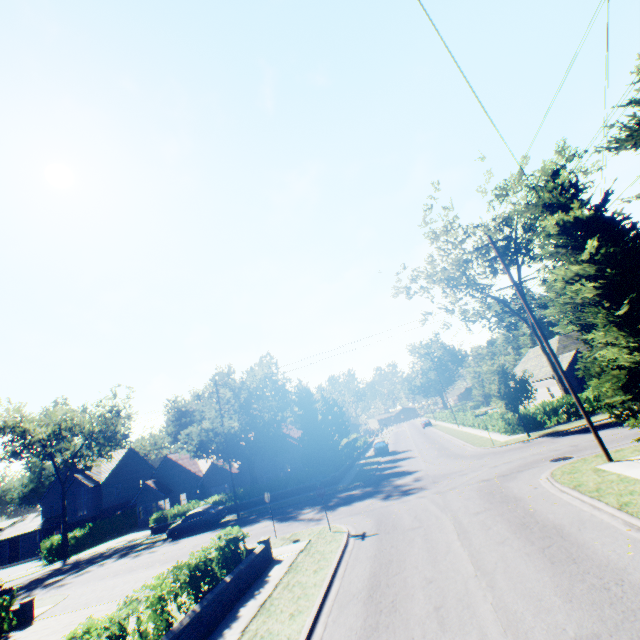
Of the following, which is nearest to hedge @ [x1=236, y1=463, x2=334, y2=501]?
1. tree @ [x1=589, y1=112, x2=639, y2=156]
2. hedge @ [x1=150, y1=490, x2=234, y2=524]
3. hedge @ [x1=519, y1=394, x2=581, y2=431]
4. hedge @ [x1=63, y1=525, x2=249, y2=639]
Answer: tree @ [x1=589, y1=112, x2=639, y2=156]

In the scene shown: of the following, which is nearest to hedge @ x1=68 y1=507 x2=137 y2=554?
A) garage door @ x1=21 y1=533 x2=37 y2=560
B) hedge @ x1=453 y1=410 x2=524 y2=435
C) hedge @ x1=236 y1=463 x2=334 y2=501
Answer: hedge @ x1=236 y1=463 x2=334 y2=501

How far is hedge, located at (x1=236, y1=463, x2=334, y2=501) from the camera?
29.9m

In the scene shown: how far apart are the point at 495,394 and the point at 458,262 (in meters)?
11.80

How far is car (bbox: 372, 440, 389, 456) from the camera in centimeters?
4047cm

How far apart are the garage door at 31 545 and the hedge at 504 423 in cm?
6092

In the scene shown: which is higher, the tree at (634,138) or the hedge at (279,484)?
the tree at (634,138)

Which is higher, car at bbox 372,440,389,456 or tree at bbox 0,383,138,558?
tree at bbox 0,383,138,558
